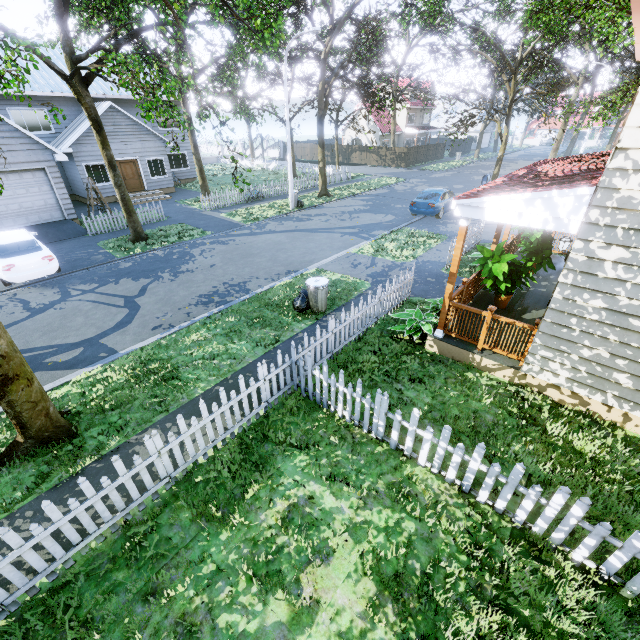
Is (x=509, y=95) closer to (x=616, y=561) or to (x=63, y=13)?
(x=63, y=13)

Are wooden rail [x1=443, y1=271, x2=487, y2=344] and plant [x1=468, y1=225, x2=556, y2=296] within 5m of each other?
yes

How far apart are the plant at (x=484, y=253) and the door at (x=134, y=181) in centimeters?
2400cm

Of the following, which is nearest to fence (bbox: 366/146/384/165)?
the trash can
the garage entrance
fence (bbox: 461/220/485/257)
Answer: the garage entrance

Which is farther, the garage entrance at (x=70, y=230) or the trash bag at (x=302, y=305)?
the garage entrance at (x=70, y=230)

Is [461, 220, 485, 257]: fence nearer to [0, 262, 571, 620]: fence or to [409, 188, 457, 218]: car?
[409, 188, 457, 218]: car

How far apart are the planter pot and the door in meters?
24.6 m

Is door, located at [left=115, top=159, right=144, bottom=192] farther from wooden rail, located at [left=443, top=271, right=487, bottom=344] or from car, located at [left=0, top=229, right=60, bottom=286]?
wooden rail, located at [left=443, top=271, right=487, bottom=344]
